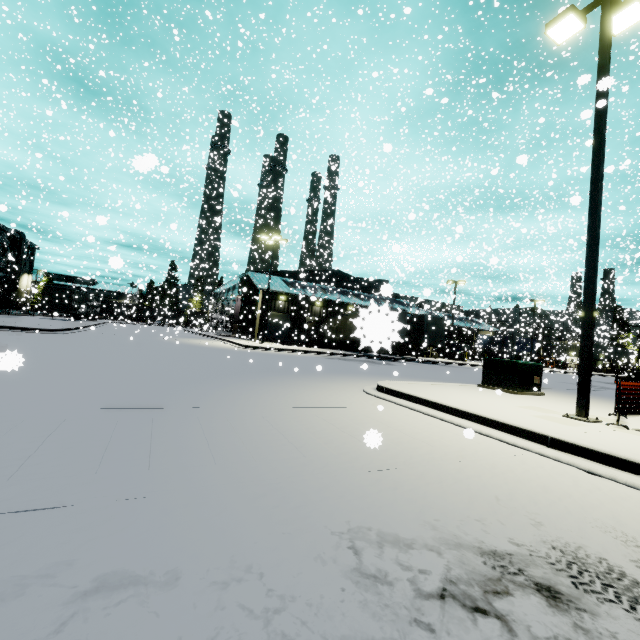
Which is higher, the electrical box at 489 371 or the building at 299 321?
the building at 299 321

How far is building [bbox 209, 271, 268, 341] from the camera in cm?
3231

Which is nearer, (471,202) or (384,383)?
(384,383)

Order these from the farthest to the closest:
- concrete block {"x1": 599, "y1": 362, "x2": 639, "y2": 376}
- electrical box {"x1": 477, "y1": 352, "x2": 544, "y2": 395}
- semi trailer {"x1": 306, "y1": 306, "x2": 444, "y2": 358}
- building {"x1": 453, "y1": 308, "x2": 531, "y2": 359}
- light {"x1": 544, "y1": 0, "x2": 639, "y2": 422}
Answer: concrete block {"x1": 599, "y1": 362, "x2": 639, "y2": 376} → building {"x1": 453, "y1": 308, "x2": 531, "y2": 359} → electrical box {"x1": 477, "y1": 352, "x2": 544, "y2": 395} → light {"x1": 544, "y1": 0, "x2": 639, "y2": 422} → semi trailer {"x1": 306, "y1": 306, "x2": 444, "y2": 358}

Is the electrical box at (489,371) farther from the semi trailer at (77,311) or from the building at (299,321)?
the building at (299,321)

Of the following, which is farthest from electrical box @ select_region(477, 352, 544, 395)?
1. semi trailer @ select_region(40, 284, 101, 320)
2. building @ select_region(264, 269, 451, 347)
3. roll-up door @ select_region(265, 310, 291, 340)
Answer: roll-up door @ select_region(265, 310, 291, 340)

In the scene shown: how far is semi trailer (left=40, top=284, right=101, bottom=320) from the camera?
34.8m

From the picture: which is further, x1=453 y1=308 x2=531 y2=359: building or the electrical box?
x1=453 y1=308 x2=531 y2=359: building
